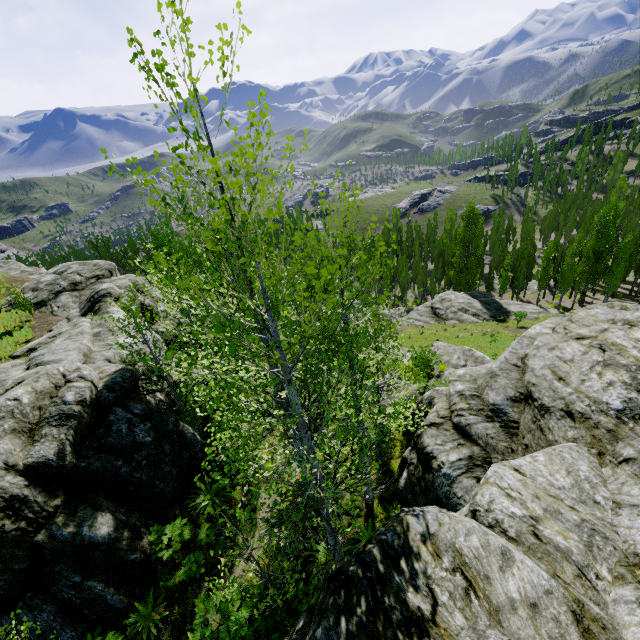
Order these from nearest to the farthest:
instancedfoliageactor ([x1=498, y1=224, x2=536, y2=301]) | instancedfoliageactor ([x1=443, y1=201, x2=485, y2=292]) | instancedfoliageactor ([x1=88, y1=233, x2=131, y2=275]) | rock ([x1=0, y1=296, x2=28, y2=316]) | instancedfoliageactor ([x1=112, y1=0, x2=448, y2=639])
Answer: instancedfoliageactor ([x1=112, y1=0, x2=448, y2=639]) → rock ([x1=0, y1=296, x2=28, y2=316]) → instancedfoliageactor ([x1=443, y1=201, x2=485, y2=292]) → instancedfoliageactor ([x1=498, y1=224, x2=536, y2=301]) → instancedfoliageactor ([x1=88, y1=233, x2=131, y2=275])

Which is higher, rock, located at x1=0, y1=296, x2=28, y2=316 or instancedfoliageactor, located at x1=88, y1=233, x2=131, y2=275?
rock, located at x1=0, y1=296, x2=28, y2=316

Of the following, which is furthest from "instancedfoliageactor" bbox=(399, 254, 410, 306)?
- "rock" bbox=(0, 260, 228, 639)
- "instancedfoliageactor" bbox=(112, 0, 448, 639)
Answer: "instancedfoliageactor" bbox=(112, 0, 448, 639)

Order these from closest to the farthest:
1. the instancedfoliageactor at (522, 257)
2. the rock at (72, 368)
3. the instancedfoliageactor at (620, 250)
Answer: the rock at (72, 368) → the instancedfoliageactor at (620, 250) → the instancedfoliageactor at (522, 257)

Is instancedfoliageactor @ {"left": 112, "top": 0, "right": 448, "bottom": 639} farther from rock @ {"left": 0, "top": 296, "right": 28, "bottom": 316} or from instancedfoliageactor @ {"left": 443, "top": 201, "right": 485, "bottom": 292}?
instancedfoliageactor @ {"left": 443, "top": 201, "right": 485, "bottom": 292}

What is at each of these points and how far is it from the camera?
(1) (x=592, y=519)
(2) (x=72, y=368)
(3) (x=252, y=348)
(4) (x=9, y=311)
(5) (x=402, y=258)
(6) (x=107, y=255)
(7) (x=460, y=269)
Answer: (1) rock, 5.2m
(2) rock, 10.6m
(3) instancedfoliageactor, 18.4m
(4) rock, 21.5m
(5) instancedfoliageactor, 54.5m
(6) instancedfoliageactor, 55.2m
(7) instancedfoliageactor, 49.0m

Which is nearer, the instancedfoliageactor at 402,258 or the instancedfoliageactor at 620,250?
the instancedfoliageactor at 620,250
